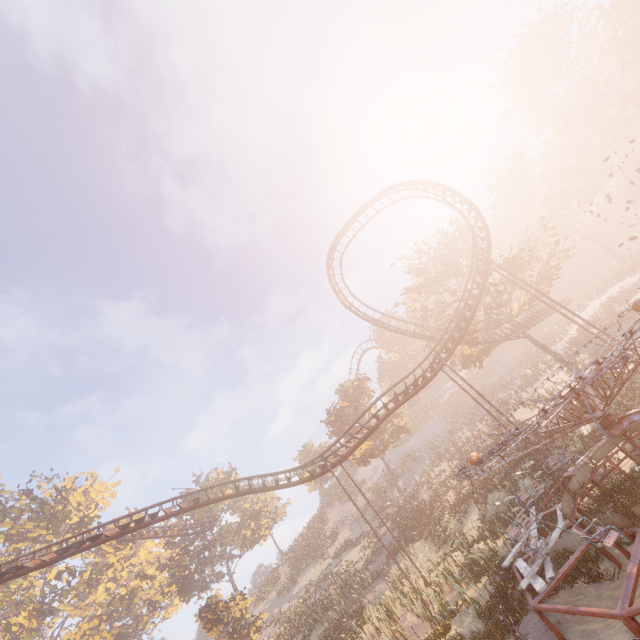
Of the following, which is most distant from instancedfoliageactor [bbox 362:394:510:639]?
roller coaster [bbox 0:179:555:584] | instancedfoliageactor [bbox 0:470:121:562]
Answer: instancedfoliageactor [bbox 0:470:121:562]

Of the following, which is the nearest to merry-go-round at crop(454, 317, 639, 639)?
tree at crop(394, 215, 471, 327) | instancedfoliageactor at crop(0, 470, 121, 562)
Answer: tree at crop(394, 215, 471, 327)

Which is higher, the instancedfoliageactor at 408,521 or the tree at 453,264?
→ the tree at 453,264

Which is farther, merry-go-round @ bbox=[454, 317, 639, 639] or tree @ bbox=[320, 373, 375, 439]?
tree @ bbox=[320, 373, 375, 439]

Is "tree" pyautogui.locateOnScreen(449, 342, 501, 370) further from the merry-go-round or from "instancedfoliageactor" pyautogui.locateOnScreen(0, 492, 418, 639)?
"instancedfoliageactor" pyautogui.locateOnScreen(0, 492, 418, 639)

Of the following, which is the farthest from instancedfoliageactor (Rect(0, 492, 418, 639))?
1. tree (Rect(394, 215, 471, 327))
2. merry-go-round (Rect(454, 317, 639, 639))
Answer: tree (Rect(394, 215, 471, 327))

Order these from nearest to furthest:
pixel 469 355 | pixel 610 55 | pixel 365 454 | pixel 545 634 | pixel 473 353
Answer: pixel 545 634, pixel 473 353, pixel 469 355, pixel 365 454, pixel 610 55

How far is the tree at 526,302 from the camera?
29.00m
